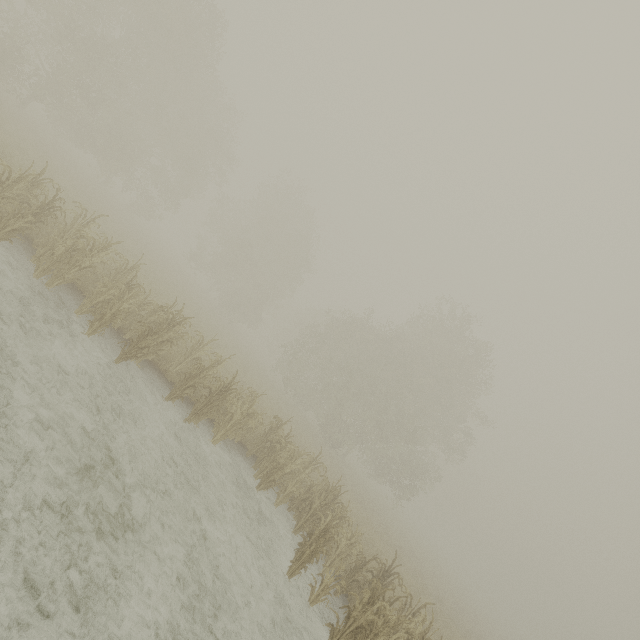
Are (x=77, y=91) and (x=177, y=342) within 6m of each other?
no
